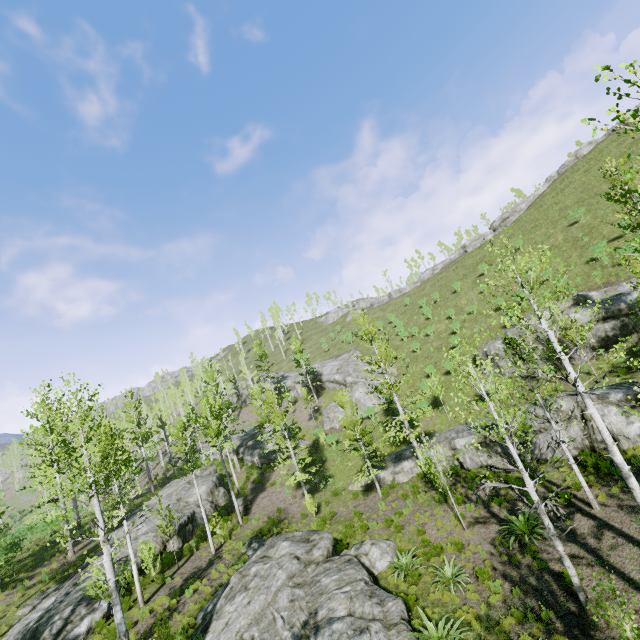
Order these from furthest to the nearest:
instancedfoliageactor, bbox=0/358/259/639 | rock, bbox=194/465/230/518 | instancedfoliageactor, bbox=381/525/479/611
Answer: rock, bbox=194/465/230/518, instancedfoliageactor, bbox=381/525/479/611, instancedfoliageactor, bbox=0/358/259/639

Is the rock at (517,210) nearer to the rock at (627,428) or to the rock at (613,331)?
the rock at (613,331)

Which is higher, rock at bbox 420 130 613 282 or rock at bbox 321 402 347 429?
rock at bbox 420 130 613 282

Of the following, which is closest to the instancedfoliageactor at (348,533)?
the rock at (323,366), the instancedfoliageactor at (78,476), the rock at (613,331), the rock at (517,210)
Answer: the instancedfoliageactor at (78,476)

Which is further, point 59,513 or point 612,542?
point 59,513

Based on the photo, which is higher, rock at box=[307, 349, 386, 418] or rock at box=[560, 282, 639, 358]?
rock at box=[307, 349, 386, 418]

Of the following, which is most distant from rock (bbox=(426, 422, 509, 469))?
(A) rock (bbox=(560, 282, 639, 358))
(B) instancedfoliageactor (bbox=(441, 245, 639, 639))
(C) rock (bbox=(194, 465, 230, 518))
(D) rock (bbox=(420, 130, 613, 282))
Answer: (D) rock (bbox=(420, 130, 613, 282))

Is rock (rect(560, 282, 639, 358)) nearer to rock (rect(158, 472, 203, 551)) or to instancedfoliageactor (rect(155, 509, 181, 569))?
instancedfoliageactor (rect(155, 509, 181, 569))
